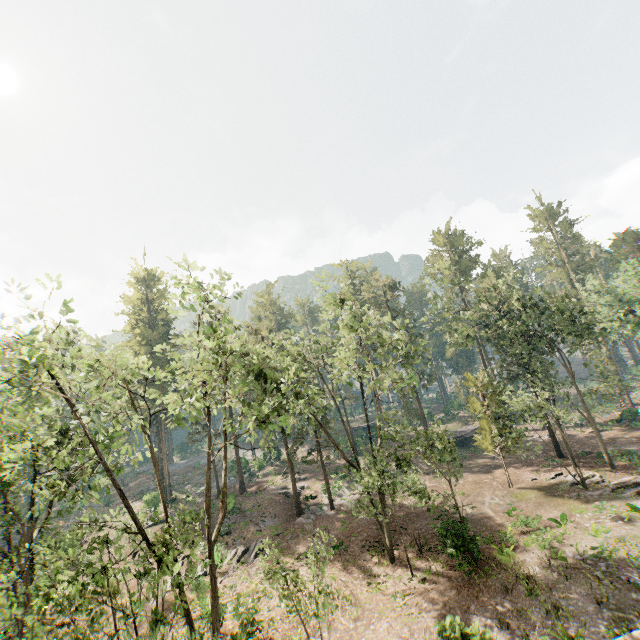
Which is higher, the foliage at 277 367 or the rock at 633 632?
the foliage at 277 367

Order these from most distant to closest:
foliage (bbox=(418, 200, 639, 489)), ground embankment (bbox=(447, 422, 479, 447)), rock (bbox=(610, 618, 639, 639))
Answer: ground embankment (bbox=(447, 422, 479, 447)), foliage (bbox=(418, 200, 639, 489)), rock (bbox=(610, 618, 639, 639))

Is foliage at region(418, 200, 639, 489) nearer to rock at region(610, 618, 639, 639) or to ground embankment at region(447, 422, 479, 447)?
rock at region(610, 618, 639, 639)

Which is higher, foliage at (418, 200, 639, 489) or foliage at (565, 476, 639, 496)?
foliage at (418, 200, 639, 489)

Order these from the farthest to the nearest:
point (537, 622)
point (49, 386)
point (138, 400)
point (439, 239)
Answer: point (439, 239) → point (138, 400) → point (537, 622) → point (49, 386)

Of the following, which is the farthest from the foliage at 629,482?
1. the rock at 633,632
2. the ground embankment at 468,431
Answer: the ground embankment at 468,431

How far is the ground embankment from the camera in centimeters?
4584cm
